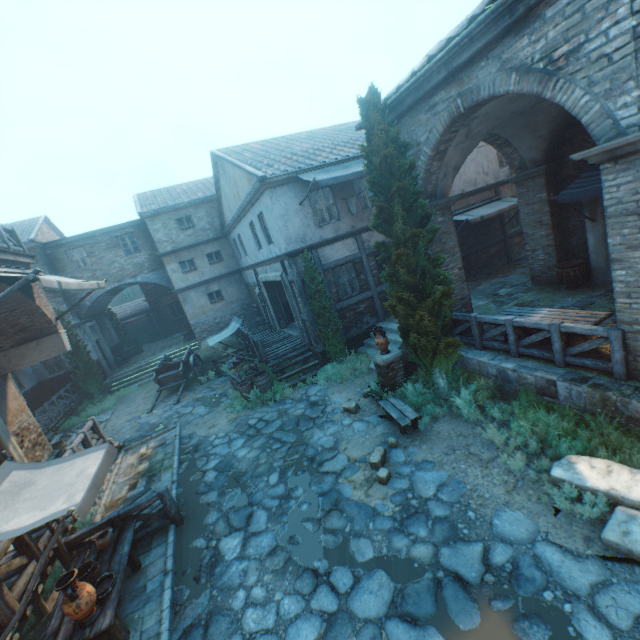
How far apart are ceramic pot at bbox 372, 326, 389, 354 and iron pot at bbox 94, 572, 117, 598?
7.1 meters

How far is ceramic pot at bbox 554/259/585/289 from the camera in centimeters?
1002cm

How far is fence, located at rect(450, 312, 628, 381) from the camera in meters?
5.6 m

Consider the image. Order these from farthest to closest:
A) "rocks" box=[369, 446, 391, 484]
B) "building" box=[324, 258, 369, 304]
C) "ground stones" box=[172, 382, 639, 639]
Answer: "building" box=[324, 258, 369, 304], "rocks" box=[369, 446, 391, 484], "ground stones" box=[172, 382, 639, 639]

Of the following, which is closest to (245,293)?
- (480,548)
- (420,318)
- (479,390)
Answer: (420,318)

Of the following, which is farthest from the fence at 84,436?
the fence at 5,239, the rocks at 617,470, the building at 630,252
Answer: the rocks at 617,470

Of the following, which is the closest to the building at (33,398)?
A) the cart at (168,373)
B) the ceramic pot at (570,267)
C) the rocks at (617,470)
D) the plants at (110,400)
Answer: the plants at (110,400)

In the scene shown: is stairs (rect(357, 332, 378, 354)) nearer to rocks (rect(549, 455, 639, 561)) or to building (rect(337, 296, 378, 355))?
building (rect(337, 296, 378, 355))
